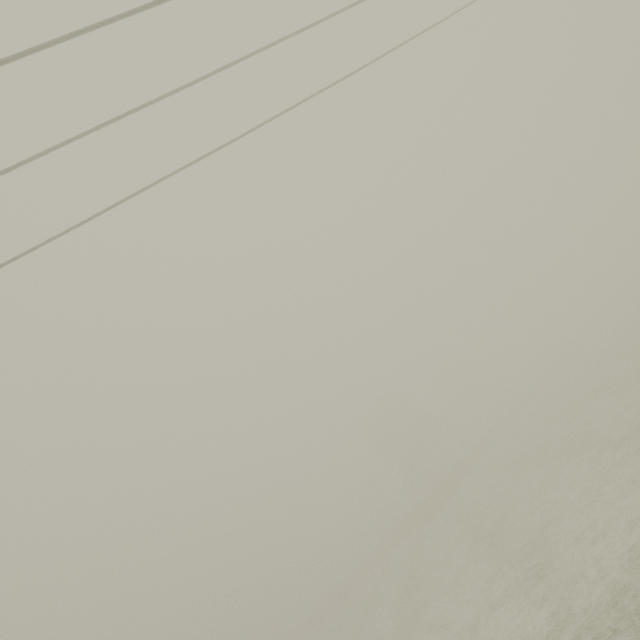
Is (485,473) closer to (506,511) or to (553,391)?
(506,511)
